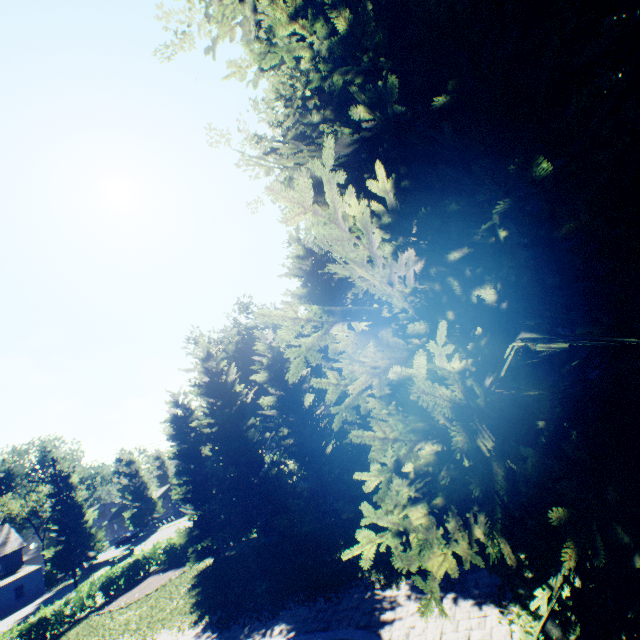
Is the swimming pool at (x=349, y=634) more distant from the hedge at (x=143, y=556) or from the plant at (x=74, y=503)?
the hedge at (x=143, y=556)

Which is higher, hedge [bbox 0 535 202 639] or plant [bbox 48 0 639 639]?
plant [bbox 48 0 639 639]

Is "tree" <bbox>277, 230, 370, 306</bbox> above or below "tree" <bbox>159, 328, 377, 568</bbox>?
above

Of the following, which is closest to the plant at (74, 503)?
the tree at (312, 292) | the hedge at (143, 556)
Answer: the tree at (312, 292)

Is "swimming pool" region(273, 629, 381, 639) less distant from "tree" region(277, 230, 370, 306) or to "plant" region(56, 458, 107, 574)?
"plant" region(56, 458, 107, 574)

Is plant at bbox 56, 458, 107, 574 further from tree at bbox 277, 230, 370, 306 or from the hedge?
the hedge

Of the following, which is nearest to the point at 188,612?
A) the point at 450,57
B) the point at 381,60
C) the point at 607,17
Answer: the point at 381,60

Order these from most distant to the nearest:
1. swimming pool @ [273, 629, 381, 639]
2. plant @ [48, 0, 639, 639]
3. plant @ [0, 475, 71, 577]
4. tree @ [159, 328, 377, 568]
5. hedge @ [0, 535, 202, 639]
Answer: plant @ [0, 475, 71, 577] < hedge @ [0, 535, 202, 639] < tree @ [159, 328, 377, 568] < swimming pool @ [273, 629, 381, 639] < plant @ [48, 0, 639, 639]
